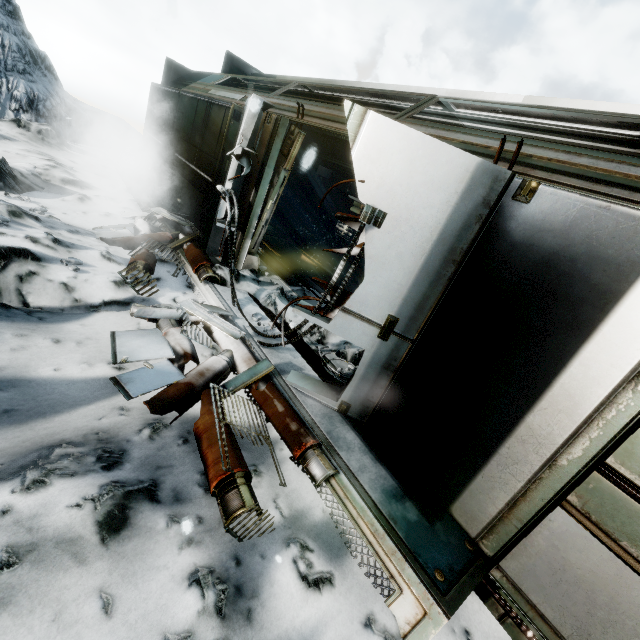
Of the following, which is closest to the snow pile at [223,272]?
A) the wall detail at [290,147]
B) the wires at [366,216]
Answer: the wall detail at [290,147]

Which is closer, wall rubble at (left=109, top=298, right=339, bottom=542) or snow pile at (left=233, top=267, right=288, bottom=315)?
wall rubble at (left=109, top=298, right=339, bottom=542)

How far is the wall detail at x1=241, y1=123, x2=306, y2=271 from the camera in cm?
516

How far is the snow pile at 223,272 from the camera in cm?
519

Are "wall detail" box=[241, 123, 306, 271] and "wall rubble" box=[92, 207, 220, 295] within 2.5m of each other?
yes

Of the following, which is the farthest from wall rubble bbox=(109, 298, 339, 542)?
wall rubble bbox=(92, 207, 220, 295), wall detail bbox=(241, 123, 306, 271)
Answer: wall detail bbox=(241, 123, 306, 271)

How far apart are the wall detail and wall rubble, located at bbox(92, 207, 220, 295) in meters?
0.6 m

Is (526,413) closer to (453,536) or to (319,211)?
(453,536)
